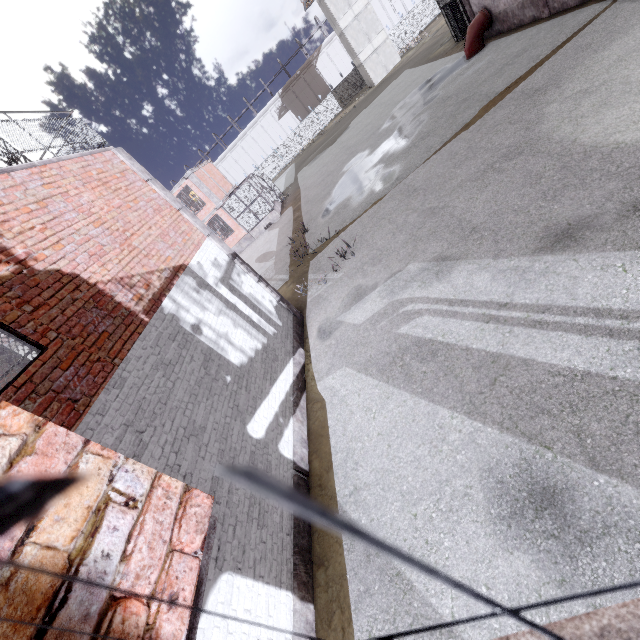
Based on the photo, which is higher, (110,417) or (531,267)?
(110,417)

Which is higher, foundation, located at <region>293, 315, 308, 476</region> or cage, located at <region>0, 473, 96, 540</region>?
cage, located at <region>0, 473, 96, 540</region>

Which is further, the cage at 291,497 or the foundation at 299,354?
the foundation at 299,354

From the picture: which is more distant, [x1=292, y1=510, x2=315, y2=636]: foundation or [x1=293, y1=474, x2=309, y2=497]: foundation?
[x1=293, y1=474, x2=309, y2=497]: foundation

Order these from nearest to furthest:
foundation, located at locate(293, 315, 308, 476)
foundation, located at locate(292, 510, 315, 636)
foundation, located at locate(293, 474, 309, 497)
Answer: foundation, located at locate(292, 510, 315, 636), foundation, located at locate(293, 474, 309, 497), foundation, located at locate(293, 315, 308, 476)

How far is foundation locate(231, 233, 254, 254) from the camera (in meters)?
27.92

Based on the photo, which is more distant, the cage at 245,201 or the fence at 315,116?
the fence at 315,116

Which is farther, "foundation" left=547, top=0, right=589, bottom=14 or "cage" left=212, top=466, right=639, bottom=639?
"foundation" left=547, top=0, right=589, bottom=14
